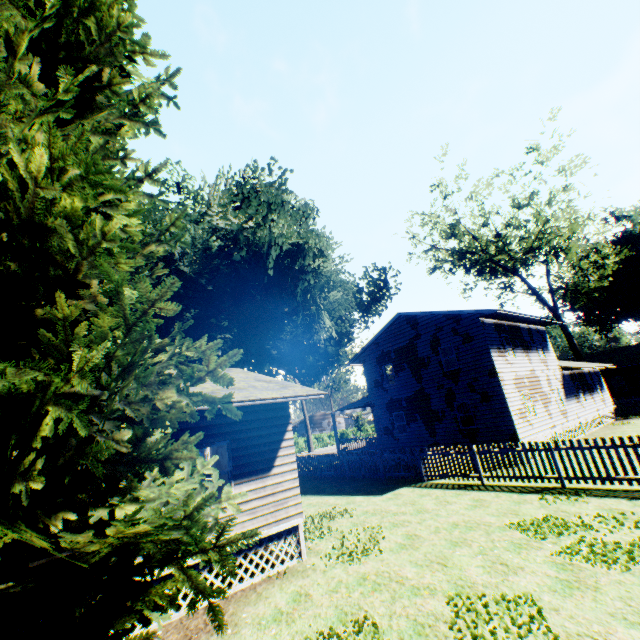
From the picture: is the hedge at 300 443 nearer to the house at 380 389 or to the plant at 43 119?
the plant at 43 119

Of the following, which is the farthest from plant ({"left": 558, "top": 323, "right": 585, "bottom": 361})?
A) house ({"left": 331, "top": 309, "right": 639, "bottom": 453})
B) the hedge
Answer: the hedge

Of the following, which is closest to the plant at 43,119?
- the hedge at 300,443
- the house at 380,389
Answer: the house at 380,389

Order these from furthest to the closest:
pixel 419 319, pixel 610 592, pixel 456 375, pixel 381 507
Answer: pixel 419 319
pixel 456 375
pixel 381 507
pixel 610 592

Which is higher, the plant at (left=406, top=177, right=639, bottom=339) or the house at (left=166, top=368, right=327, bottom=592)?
the plant at (left=406, top=177, right=639, bottom=339)

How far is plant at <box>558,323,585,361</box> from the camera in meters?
34.0 m
